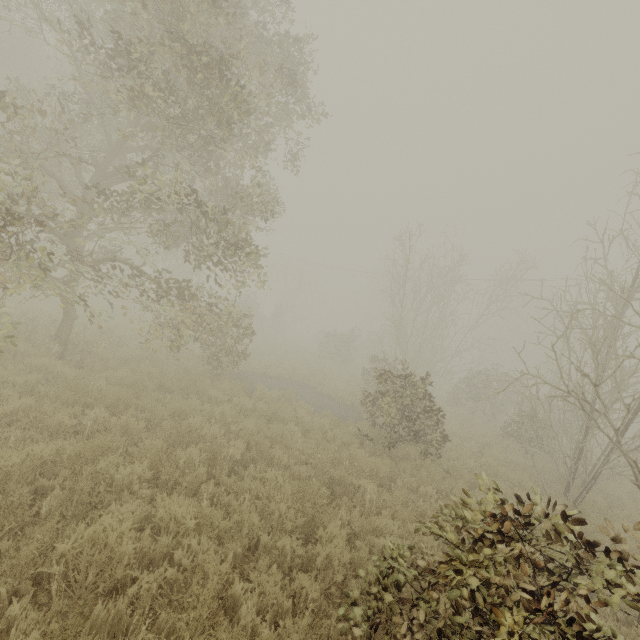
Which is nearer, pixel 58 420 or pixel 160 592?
pixel 160 592
